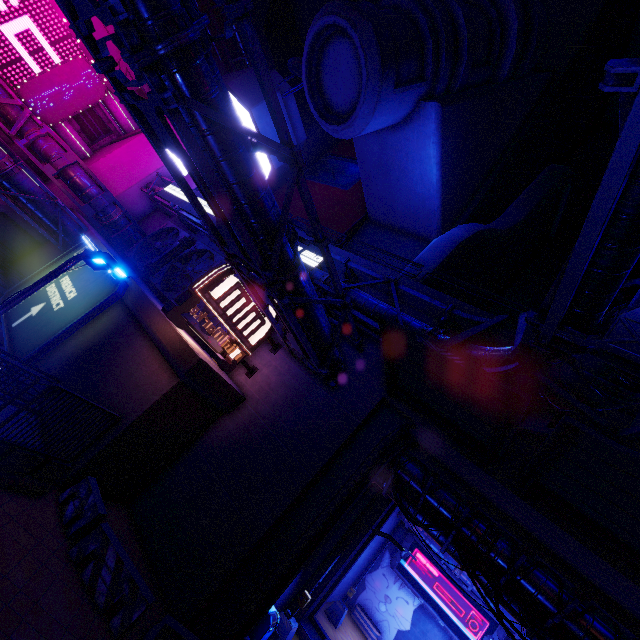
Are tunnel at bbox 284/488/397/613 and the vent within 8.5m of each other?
no

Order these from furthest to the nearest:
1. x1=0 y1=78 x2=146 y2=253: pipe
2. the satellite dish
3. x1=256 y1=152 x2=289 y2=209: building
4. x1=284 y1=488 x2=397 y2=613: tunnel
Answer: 1. x1=256 y1=152 x2=289 y2=209: building
2. the satellite dish
3. x1=0 y1=78 x2=146 y2=253: pipe
4. x1=284 y1=488 x2=397 y2=613: tunnel

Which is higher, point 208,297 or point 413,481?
point 413,481

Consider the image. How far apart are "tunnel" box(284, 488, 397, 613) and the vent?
10.9m

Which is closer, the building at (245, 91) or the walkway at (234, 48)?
the building at (245, 91)

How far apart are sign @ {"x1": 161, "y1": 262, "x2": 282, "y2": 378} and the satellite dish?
29.9m

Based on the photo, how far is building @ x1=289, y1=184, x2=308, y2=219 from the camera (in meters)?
32.31

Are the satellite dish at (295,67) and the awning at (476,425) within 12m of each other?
no
